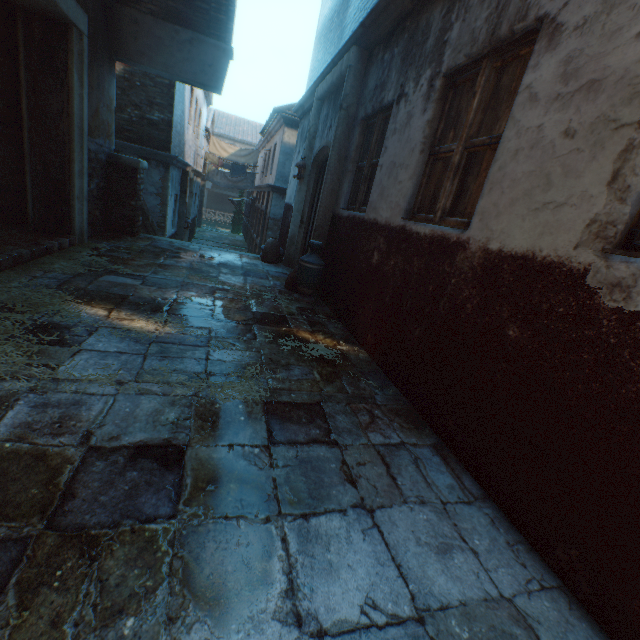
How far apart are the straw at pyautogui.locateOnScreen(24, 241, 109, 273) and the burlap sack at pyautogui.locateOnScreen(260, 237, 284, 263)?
2.13m

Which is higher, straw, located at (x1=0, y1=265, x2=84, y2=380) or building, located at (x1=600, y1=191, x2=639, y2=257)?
building, located at (x1=600, y1=191, x2=639, y2=257)

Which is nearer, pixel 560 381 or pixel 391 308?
pixel 560 381

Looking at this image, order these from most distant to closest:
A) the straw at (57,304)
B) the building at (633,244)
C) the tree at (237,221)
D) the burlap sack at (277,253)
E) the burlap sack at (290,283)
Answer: the tree at (237,221)
the burlap sack at (277,253)
the burlap sack at (290,283)
the straw at (57,304)
the building at (633,244)

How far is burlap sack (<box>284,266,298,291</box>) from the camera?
5.4 meters

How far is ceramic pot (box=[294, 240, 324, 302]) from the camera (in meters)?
4.91

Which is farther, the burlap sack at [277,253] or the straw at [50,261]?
the burlap sack at [277,253]

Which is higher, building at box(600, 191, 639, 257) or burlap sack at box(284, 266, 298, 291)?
building at box(600, 191, 639, 257)
